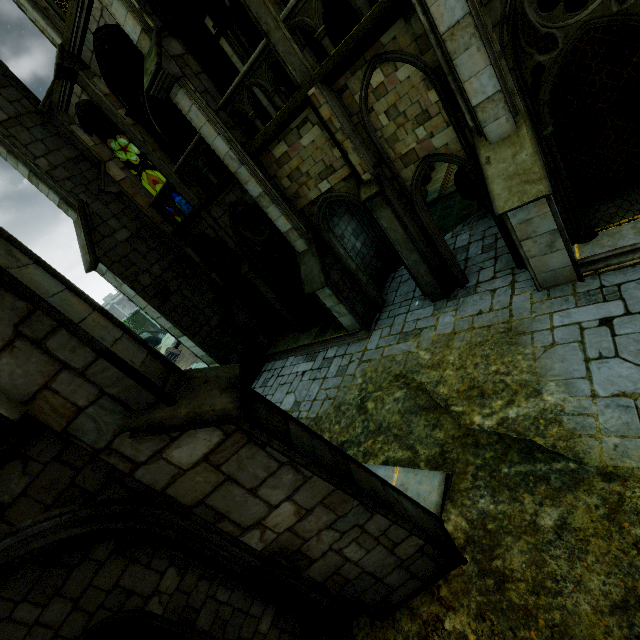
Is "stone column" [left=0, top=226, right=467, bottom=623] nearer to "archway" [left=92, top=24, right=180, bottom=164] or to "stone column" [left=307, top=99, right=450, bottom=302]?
"stone column" [left=307, top=99, right=450, bottom=302]

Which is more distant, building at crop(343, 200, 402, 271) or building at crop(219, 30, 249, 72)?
building at crop(343, 200, 402, 271)

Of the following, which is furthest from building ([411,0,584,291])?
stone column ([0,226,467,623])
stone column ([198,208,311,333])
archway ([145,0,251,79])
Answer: stone column ([0,226,467,623])

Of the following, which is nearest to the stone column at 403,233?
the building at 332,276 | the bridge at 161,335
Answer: the building at 332,276

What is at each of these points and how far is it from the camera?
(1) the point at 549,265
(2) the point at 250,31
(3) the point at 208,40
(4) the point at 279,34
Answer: (1) building, 7.1 meters
(2) rock, 9.8 meters
(3) archway, 10.0 meters
(4) stone column, 6.9 meters

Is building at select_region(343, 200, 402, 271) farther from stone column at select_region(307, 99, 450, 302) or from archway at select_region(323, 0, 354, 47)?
stone column at select_region(307, 99, 450, 302)

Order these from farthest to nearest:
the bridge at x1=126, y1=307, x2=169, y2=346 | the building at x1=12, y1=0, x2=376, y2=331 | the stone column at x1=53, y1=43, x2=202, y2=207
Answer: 1. the bridge at x1=126, y1=307, x2=169, y2=346
2. the stone column at x1=53, y1=43, x2=202, y2=207
3. the building at x1=12, y1=0, x2=376, y2=331

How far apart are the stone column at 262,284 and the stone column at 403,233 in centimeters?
530cm
